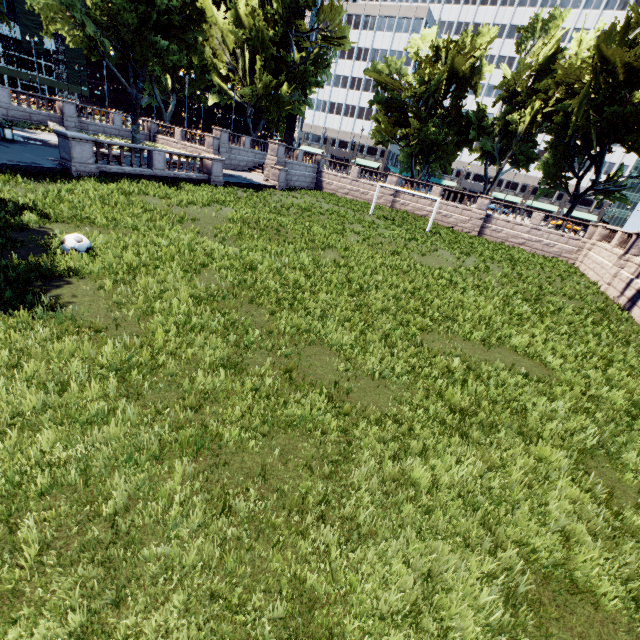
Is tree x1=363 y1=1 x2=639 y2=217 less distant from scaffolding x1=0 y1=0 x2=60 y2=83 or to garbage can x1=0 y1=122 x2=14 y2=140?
garbage can x1=0 y1=122 x2=14 y2=140

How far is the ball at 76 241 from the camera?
8.73m

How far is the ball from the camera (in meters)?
8.73

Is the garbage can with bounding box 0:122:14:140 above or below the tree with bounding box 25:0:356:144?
below

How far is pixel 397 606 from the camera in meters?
3.2 m

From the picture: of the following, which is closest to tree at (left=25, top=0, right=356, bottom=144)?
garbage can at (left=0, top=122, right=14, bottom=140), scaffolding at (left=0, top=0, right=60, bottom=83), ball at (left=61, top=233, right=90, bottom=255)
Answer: garbage can at (left=0, top=122, right=14, bottom=140)

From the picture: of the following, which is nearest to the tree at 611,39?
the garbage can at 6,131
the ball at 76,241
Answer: the garbage can at 6,131
